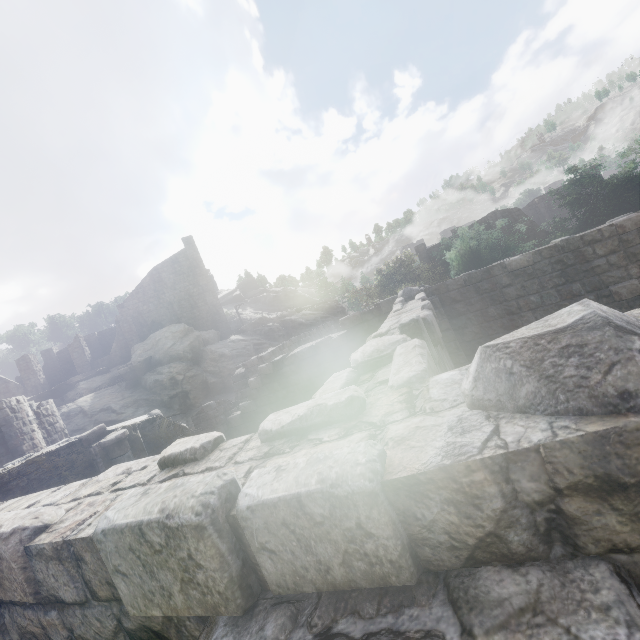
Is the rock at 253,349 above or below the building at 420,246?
below

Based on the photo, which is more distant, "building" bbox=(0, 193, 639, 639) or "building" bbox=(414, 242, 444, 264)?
Answer: "building" bbox=(414, 242, 444, 264)

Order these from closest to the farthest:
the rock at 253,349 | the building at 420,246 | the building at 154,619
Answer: the building at 154,619 < the rock at 253,349 < the building at 420,246

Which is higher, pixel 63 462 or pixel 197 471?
pixel 197 471

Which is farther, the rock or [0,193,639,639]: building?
the rock

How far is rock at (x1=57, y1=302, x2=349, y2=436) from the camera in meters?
26.2 m

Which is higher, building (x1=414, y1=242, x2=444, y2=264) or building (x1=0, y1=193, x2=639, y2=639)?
building (x1=414, y1=242, x2=444, y2=264)
